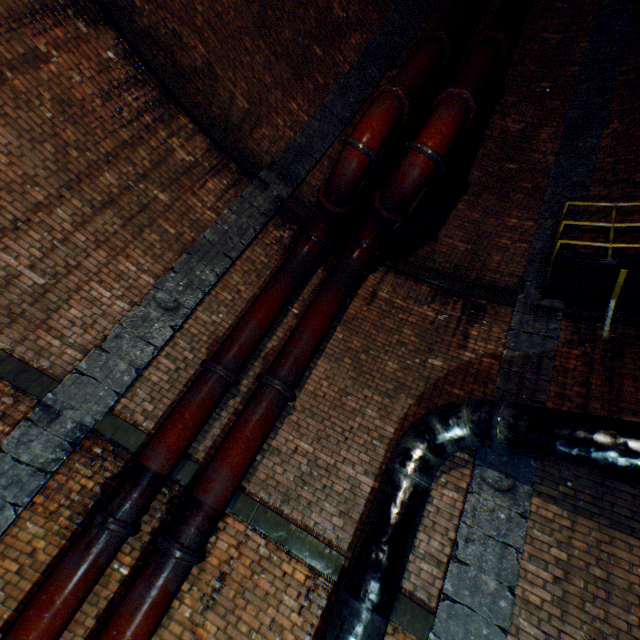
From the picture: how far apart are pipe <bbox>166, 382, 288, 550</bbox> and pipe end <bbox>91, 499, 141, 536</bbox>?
0.4 meters

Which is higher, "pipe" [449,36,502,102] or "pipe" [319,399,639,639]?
"pipe" [449,36,502,102]

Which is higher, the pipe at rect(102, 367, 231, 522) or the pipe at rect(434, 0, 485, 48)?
the pipe at rect(434, 0, 485, 48)

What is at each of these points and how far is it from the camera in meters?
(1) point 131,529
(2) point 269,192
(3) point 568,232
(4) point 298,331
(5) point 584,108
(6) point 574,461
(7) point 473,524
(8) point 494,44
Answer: (1) pipe end, 3.7
(2) support column, 6.3
(3) support column, 6.0
(4) pipe, 4.9
(5) support column, 6.5
(6) pipe, 3.3
(7) support column, 3.9
(8) pipe, 5.3

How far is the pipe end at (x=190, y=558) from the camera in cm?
350

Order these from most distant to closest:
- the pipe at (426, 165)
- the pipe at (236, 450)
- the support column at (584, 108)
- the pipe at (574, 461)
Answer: the support column at (584, 108) → the pipe at (426, 165) → the pipe at (236, 450) → the pipe at (574, 461)

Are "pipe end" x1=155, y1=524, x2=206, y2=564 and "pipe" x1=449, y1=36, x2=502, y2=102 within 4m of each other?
no

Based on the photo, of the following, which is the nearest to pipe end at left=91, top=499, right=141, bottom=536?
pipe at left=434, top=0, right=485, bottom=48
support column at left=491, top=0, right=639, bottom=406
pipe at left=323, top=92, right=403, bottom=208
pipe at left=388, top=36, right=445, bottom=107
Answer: pipe at left=323, top=92, right=403, bottom=208
